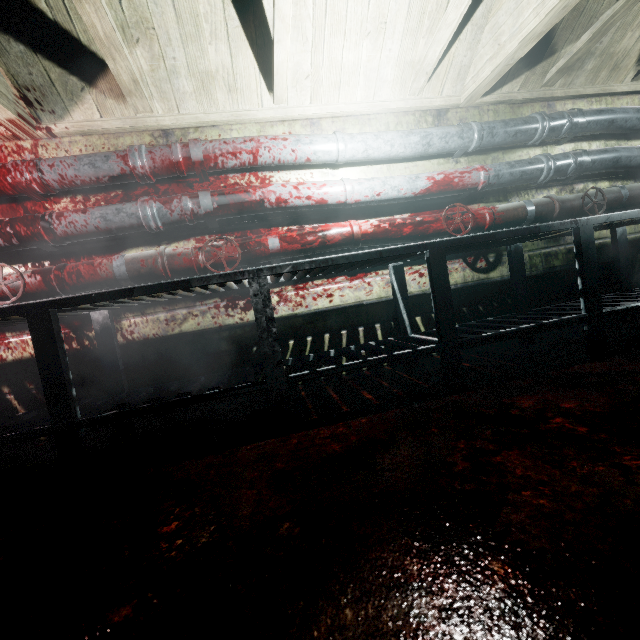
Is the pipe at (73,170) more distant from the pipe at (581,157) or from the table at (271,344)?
the table at (271,344)

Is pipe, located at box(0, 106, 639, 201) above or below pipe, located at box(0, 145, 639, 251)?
above

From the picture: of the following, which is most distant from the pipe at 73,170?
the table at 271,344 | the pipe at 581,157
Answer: the table at 271,344

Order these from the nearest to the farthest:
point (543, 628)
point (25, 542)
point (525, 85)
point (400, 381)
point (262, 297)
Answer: point (543, 628) → point (25, 542) → point (262, 297) → point (400, 381) → point (525, 85)

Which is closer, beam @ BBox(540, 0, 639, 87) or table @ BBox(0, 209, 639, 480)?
table @ BBox(0, 209, 639, 480)

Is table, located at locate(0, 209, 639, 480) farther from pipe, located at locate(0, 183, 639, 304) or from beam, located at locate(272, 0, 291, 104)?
beam, located at locate(272, 0, 291, 104)

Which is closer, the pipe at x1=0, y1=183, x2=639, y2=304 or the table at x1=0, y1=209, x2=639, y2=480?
the table at x1=0, y1=209, x2=639, y2=480

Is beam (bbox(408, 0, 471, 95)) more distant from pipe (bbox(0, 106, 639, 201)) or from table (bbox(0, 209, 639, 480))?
table (bbox(0, 209, 639, 480))
